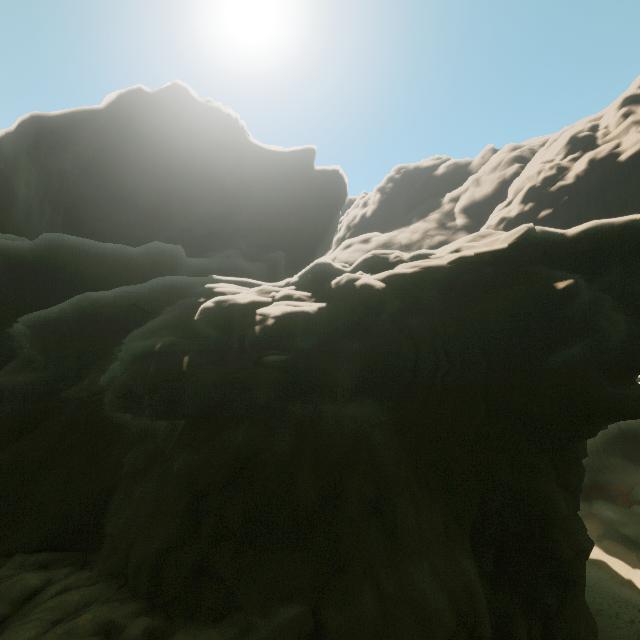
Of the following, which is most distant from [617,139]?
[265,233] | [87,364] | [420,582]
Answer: [87,364]
